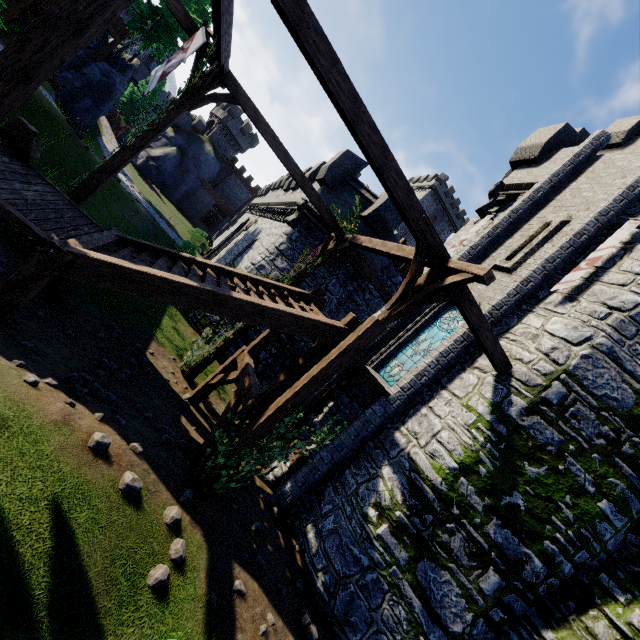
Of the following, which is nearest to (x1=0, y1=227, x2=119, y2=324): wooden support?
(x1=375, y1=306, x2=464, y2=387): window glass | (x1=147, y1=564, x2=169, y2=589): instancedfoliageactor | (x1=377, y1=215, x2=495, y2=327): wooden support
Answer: (x1=147, y1=564, x2=169, y2=589): instancedfoliageactor

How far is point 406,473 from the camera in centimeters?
768cm

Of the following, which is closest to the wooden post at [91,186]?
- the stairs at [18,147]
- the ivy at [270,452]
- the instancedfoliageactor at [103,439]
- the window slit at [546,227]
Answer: the ivy at [270,452]

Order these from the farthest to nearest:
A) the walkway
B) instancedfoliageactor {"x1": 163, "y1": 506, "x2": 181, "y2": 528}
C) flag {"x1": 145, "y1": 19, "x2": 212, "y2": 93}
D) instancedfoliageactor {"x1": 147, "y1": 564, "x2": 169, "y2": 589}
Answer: the walkway < flag {"x1": 145, "y1": 19, "x2": 212, "y2": 93} < instancedfoliageactor {"x1": 163, "y1": 506, "x2": 181, "y2": 528} < instancedfoliageactor {"x1": 147, "y1": 564, "x2": 169, "y2": 589}

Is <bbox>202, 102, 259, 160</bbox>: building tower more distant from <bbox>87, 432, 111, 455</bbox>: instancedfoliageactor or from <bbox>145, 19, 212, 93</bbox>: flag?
<bbox>87, 432, 111, 455</bbox>: instancedfoliageactor

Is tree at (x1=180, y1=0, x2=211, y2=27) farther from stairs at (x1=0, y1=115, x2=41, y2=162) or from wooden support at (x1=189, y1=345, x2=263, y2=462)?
wooden support at (x1=189, y1=345, x2=263, y2=462)

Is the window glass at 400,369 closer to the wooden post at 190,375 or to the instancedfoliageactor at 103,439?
the wooden post at 190,375

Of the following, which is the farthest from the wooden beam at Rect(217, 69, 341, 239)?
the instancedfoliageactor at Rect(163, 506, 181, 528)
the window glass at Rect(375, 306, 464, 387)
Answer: the instancedfoliageactor at Rect(163, 506, 181, 528)
